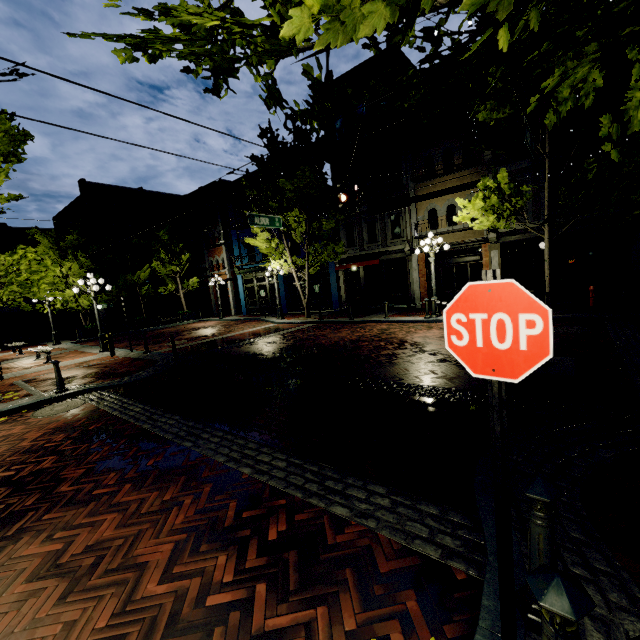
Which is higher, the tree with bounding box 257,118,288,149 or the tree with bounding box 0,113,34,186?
the tree with bounding box 257,118,288,149

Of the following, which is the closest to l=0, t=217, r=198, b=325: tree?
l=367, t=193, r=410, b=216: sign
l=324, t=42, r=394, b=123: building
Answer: l=324, t=42, r=394, b=123: building

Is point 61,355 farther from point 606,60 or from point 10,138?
point 606,60

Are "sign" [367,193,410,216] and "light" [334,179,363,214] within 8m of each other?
yes

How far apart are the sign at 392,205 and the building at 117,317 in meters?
28.9

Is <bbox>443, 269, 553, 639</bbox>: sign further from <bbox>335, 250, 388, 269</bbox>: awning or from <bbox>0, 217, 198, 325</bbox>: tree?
<bbox>335, 250, 388, 269</bbox>: awning

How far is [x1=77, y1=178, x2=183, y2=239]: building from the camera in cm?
2967

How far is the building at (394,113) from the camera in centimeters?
1753cm
